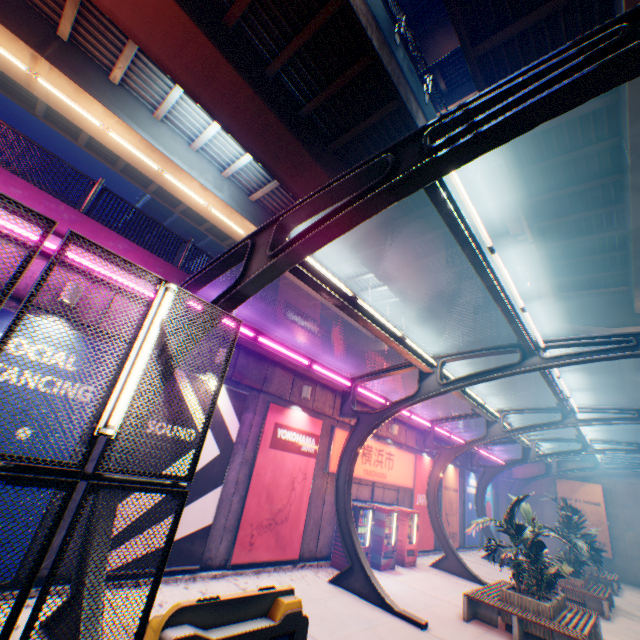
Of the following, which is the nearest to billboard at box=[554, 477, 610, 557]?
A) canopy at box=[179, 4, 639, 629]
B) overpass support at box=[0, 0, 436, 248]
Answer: canopy at box=[179, 4, 639, 629]

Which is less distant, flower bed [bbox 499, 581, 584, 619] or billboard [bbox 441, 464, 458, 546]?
flower bed [bbox 499, 581, 584, 619]

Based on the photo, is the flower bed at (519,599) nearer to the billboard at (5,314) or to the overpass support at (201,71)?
the billboard at (5,314)

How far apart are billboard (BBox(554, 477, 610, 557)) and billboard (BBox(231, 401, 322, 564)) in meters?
22.7 m

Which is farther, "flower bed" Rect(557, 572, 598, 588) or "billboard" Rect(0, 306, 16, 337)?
"flower bed" Rect(557, 572, 598, 588)

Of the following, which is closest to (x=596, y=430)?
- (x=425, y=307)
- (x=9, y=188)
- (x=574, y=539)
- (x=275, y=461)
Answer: (x=574, y=539)

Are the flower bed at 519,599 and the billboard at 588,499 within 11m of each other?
no

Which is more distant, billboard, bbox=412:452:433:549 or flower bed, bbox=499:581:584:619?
billboard, bbox=412:452:433:549
